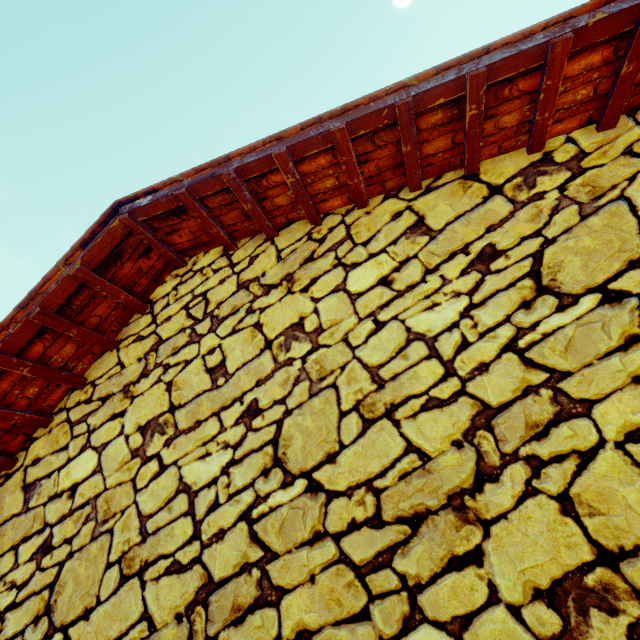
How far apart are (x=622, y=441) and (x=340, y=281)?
1.2m
